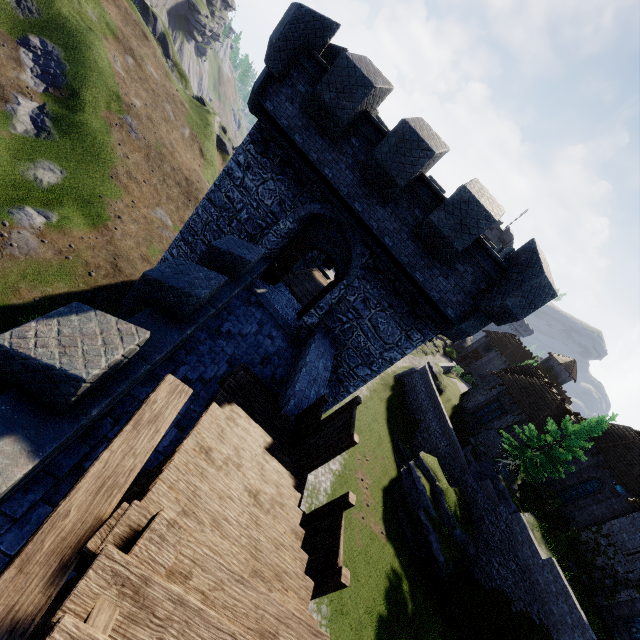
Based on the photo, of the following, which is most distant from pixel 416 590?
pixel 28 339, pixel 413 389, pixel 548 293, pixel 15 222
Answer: pixel 15 222

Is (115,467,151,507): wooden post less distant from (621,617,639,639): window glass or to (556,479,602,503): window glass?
(621,617,639,639): window glass

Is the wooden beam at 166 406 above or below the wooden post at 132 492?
above

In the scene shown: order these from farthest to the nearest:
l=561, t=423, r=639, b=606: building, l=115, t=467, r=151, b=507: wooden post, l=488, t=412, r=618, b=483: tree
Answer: l=488, t=412, r=618, b=483: tree, l=561, t=423, r=639, b=606: building, l=115, t=467, r=151, b=507: wooden post

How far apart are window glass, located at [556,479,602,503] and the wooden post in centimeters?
3601cm

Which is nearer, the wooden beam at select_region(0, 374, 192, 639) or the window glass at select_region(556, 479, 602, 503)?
the wooden beam at select_region(0, 374, 192, 639)

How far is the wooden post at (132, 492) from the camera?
4.9 meters

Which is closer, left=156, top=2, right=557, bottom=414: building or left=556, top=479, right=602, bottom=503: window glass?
left=156, top=2, right=557, bottom=414: building
